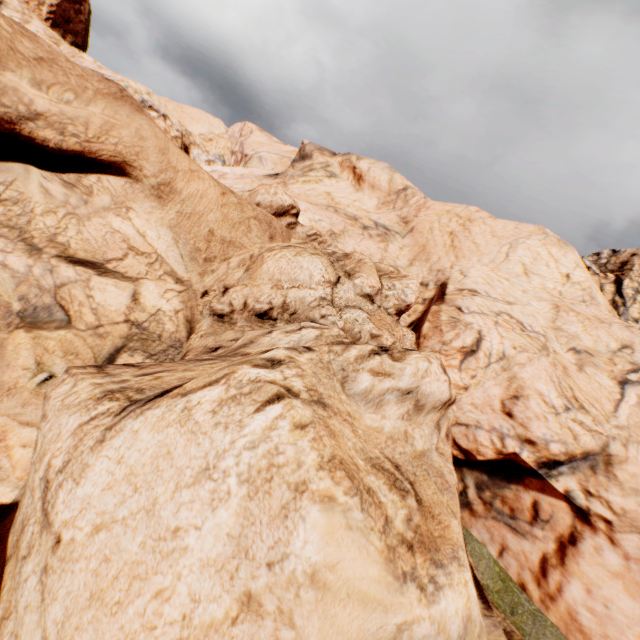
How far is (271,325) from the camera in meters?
11.0 m
